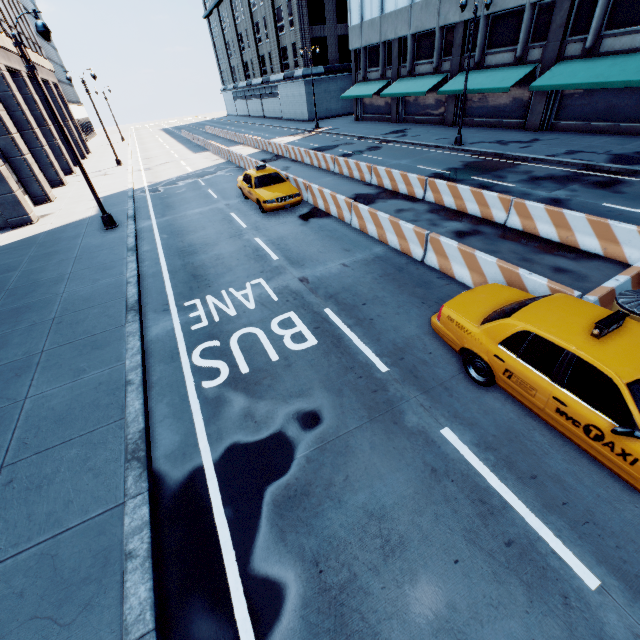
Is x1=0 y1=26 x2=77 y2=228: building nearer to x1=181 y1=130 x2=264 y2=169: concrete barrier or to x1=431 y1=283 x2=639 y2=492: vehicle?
x1=181 y1=130 x2=264 y2=169: concrete barrier

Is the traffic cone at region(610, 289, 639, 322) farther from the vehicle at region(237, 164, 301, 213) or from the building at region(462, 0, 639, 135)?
the building at region(462, 0, 639, 135)

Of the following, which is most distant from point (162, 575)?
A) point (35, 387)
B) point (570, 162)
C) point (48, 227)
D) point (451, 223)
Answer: point (570, 162)

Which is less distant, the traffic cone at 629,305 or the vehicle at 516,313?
the vehicle at 516,313

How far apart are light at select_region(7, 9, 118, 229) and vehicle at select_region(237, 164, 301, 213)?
6.1m

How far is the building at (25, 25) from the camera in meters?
31.5

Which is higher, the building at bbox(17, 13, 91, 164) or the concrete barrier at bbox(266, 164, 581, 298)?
the building at bbox(17, 13, 91, 164)

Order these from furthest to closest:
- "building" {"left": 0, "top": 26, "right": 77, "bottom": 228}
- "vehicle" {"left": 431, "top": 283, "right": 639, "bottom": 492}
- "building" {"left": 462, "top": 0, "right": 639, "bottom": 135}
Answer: "building" {"left": 462, "top": 0, "right": 639, "bottom": 135}, "building" {"left": 0, "top": 26, "right": 77, "bottom": 228}, "vehicle" {"left": 431, "top": 283, "right": 639, "bottom": 492}
